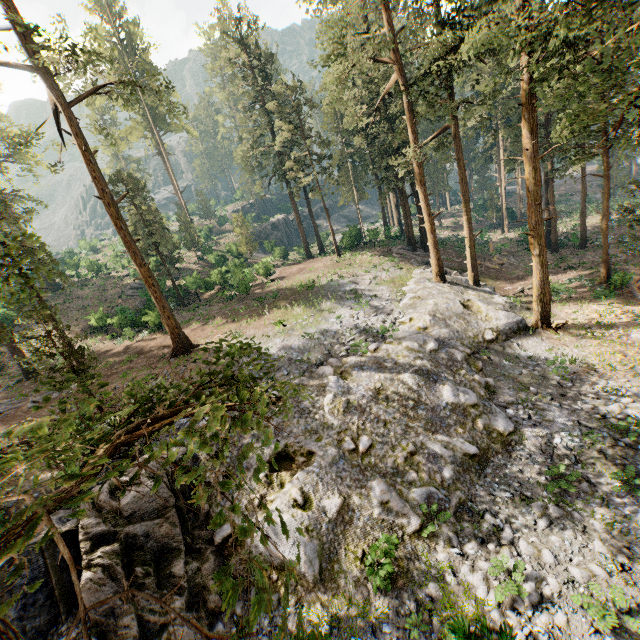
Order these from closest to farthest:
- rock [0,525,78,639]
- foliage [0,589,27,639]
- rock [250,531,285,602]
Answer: foliage [0,589,27,639] → rock [0,525,78,639] → rock [250,531,285,602]

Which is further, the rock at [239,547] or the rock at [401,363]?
the rock at [239,547]

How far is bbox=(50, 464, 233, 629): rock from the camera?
9.7 meters

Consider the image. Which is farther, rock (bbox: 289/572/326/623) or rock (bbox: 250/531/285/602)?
rock (bbox: 250/531/285/602)

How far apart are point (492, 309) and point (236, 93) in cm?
3901

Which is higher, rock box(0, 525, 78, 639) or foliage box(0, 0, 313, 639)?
foliage box(0, 0, 313, 639)

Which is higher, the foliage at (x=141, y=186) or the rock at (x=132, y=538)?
the foliage at (x=141, y=186)
